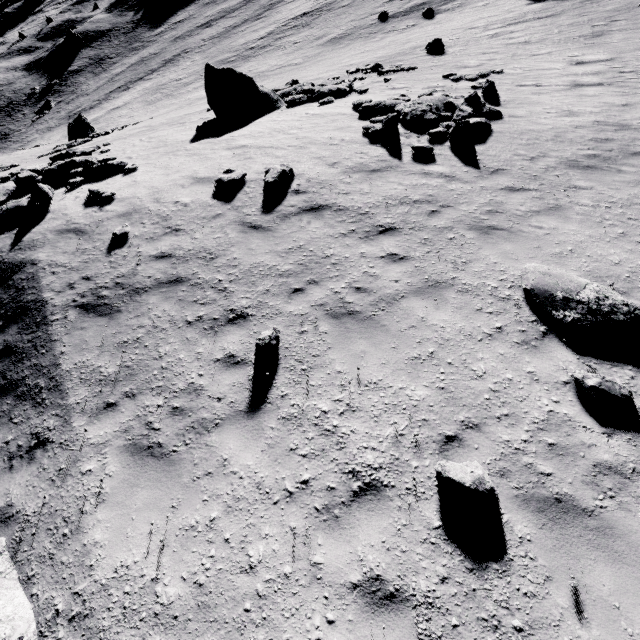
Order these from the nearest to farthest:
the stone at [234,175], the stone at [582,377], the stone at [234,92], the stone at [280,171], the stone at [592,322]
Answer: the stone at [582,377]
the stone at [592,322]
the stone at [280,171]
the stone at [234,175]
the stone at [234,92]

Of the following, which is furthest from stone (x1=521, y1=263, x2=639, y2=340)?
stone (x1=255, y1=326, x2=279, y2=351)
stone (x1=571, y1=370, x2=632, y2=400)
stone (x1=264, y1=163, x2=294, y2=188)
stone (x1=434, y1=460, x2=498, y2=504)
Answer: stone (x1=264, y1=163, x2=294, y2=188)

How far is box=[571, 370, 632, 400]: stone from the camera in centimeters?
466cm

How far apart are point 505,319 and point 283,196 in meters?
6.8 m

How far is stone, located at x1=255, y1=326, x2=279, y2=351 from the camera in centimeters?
582cm

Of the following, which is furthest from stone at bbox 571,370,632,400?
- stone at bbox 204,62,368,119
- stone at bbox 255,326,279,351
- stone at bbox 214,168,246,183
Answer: stone at bbox 204,62,368,119

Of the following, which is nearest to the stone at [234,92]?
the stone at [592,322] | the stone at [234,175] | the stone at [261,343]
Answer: the stone at [234,175]

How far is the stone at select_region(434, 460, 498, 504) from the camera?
4.00m
